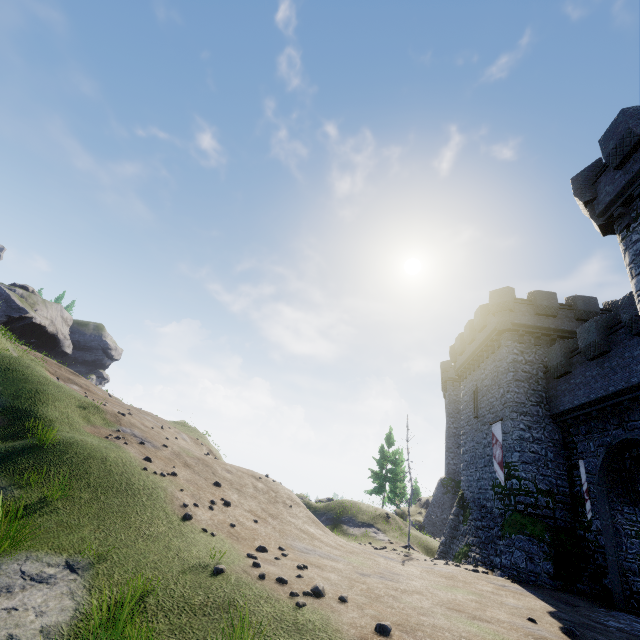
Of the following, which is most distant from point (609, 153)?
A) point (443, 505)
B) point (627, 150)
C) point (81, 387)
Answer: point (443, 505)

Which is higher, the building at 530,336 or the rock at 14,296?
the rock at 14,296

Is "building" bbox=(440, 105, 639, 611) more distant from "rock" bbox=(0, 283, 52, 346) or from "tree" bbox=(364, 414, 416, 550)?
"rock" bbox=(0, 283, 52, 346)

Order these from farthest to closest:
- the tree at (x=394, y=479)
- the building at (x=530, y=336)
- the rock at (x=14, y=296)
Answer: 1. the rock at (x=14, y=296)
2. the tree at (x=394, y=479)
3. the building at (x=530, y=336)

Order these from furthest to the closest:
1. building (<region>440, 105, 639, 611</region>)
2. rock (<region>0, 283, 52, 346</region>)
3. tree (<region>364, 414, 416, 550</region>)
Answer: rock (<region>0, 283, 52, 346</region>) → tree (<region>364, 414, 416, 550</region>) → building (<region>440, 105, 639, 611</region>)

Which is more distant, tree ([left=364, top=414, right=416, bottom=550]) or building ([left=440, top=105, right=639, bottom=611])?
tree ([left=364, top=414, right=416, bottom=550])

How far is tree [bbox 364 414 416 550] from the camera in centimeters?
2323cm

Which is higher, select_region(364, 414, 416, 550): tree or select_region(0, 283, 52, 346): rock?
select_region(0, 283, 52, 346): rock
